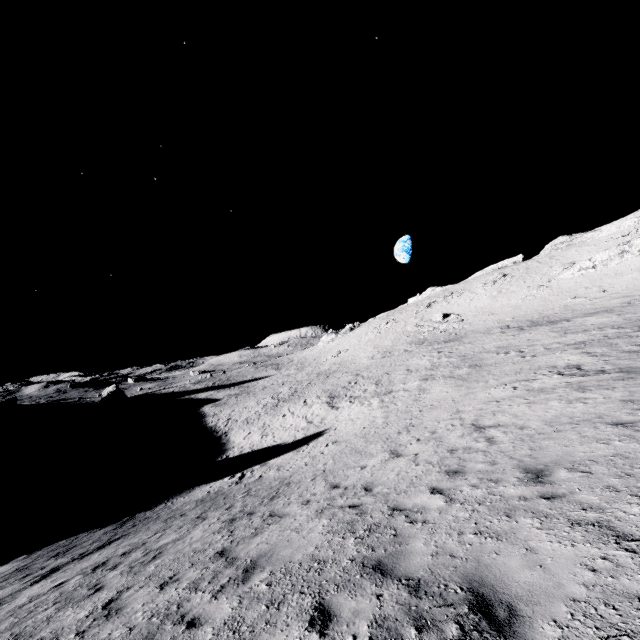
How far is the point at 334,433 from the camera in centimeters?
2186cm
